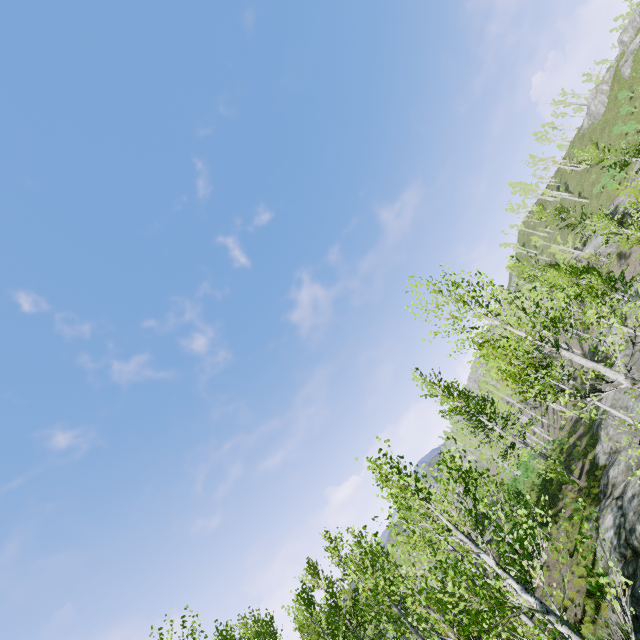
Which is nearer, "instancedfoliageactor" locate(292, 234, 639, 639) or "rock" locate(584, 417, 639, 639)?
"instancedfoliageactor" locate(292, 234, 639, 639)

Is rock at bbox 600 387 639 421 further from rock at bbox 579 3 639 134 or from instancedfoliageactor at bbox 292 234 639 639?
rock at bbox 579 3 639 134

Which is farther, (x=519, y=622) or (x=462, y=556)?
(x=462, y=556)

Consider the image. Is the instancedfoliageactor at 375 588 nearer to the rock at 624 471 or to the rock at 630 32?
the rock at 624 471

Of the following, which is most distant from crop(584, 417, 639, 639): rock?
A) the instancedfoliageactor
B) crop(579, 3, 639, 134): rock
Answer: crop(579, 3, 639, 134): rock
